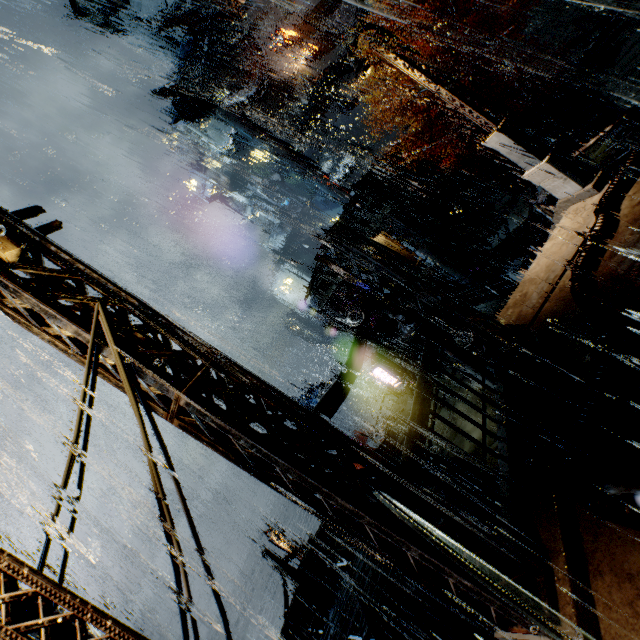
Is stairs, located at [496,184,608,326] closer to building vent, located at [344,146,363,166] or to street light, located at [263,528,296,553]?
street light, located at [263,528,296,553]

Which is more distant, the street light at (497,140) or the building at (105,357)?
the street light at (497,140)

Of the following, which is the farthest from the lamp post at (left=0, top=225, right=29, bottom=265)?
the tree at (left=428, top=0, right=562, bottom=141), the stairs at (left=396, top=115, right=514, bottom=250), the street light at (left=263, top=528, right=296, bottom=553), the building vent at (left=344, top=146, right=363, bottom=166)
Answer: the building vent at (left=344, top=146, right=363, bottom=166)

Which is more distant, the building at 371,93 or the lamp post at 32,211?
the building at 371,93

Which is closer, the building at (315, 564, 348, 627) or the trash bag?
the building at (315, 564, 348, 627)

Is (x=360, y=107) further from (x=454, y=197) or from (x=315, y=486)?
(x=315, y=486)

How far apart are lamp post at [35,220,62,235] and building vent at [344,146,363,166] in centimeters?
4336cm

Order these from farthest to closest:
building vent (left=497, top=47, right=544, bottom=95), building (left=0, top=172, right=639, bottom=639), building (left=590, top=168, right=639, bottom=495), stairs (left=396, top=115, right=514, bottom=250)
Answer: building vent (left=497, top=47, right=544, bottom=95)
stairs (left=396, top=115, right=514, bottom=250)
building (left=590, top=168, right=639, bottom=495)
building (left=0, top=172, right=639, bottom=639)
